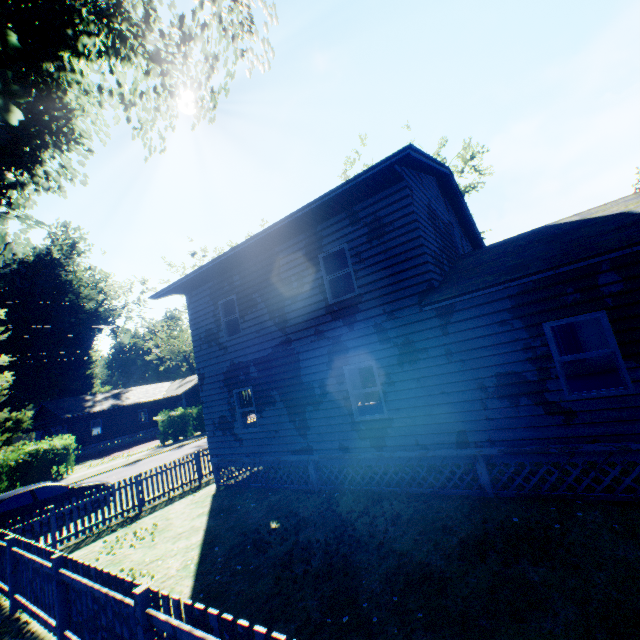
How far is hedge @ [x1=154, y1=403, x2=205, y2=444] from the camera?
29.36m

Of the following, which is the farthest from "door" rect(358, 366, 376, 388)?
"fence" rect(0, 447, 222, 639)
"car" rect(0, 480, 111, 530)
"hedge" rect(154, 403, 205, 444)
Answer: "hedge" rect(154, 403, 205, 444)

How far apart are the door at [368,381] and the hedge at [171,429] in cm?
1909

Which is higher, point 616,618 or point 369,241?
point 369,241

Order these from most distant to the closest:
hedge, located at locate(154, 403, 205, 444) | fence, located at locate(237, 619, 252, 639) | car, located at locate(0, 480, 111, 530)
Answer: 1. hedge, located at locate(154, 403, 205, 444)
2. car, located at locate(0, 480, 111, 530)
3. fence, located at locate(237, 619, 252, 639)

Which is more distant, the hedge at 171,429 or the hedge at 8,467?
the hedge at 171,429

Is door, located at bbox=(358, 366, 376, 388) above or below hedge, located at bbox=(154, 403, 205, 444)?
above

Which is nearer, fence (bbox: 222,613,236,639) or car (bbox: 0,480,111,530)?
fence (bbox: 222,613,236,639)
